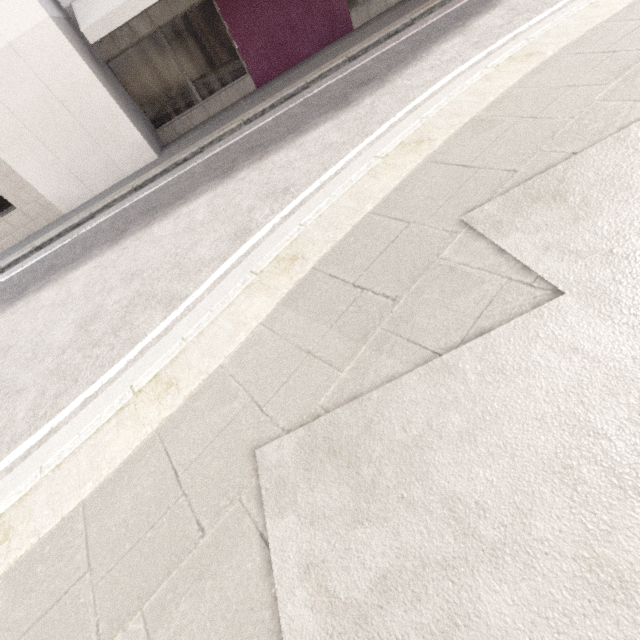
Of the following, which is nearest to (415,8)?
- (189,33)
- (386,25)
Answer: (386,25)
